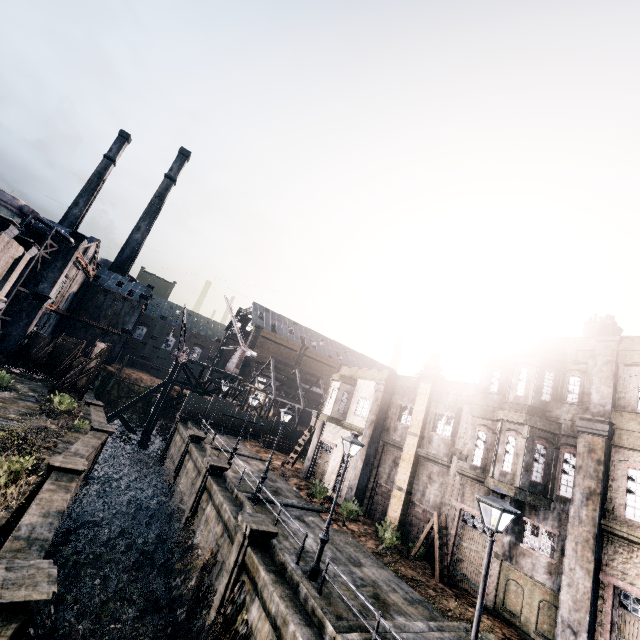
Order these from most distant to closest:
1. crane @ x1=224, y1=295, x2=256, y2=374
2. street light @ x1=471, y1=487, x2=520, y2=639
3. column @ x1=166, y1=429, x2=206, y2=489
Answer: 1. crane @ x1=224, y1=295, x2=256, y2=374
2. column @ x1=166, y1=429, x2=206, y2=489
3. street light @ x1=471, y1=487, x2=520, y2=639

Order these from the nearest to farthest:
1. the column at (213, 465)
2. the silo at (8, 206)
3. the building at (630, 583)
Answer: the building at (630, 583), the column at (213, 465), the silo at (8, 206)

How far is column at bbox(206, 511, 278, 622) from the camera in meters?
14.0

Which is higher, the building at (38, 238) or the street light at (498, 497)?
the building at (38, 238)

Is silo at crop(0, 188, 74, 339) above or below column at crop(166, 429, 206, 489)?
above

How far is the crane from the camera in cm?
4859

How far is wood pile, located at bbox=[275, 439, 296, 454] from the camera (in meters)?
38.00

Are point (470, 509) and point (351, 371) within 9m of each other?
no
